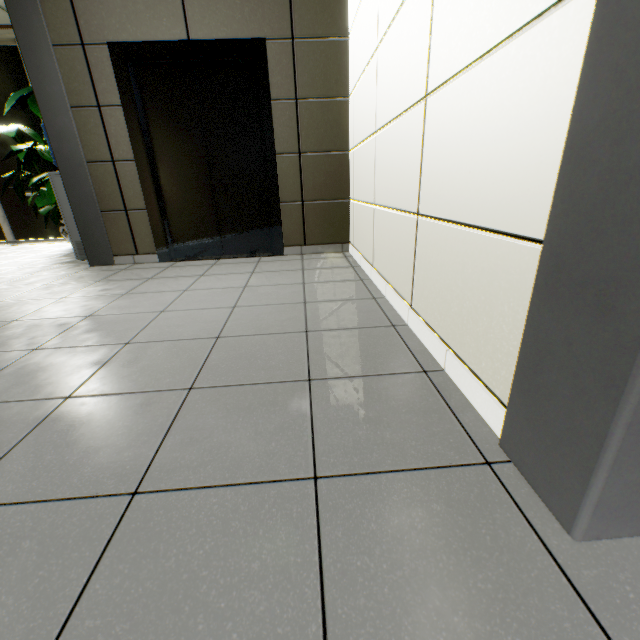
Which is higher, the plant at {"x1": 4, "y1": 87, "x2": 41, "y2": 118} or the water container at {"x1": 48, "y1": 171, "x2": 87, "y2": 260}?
the plant at {"x1": 4, "y1": 87, "x2": 41, "y2": 118}

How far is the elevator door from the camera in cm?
332

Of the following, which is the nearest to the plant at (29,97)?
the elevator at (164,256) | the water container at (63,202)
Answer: the water container at (63,202)

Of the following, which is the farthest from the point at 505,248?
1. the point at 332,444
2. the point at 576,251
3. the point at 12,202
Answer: the point at 12,202

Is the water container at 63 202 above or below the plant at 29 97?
below

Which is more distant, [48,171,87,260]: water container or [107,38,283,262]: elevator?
[48,171,87,260]: water container

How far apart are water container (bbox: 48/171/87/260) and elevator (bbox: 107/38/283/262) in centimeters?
93cm

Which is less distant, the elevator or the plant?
the elevator
